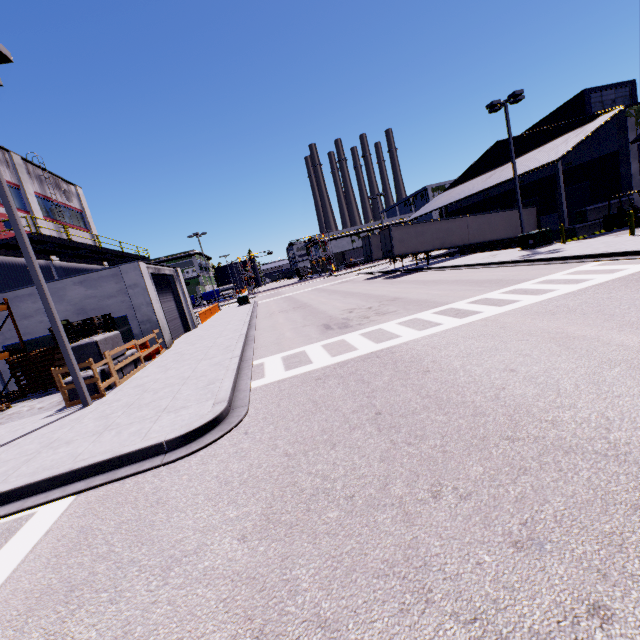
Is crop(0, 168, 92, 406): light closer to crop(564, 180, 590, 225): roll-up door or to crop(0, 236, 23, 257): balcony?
crop(564, 180, 590, 225): roll-up door

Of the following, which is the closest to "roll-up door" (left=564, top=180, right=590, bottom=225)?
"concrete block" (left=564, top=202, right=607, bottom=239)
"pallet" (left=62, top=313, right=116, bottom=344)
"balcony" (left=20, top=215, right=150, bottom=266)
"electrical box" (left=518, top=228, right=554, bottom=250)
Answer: "concrete block" (left=564, top=202, right=607, bottom=239)

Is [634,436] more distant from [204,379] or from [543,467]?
[204,379]

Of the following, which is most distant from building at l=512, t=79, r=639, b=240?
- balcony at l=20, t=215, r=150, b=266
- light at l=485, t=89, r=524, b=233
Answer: light at l=485, t=89, r=524, b=233

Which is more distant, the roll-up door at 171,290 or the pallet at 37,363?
the roll-up door at 171,290

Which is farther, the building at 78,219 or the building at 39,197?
the building at 78,219

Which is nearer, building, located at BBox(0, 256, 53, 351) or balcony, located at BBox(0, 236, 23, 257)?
building, located at BBox(0, 256, 53, 351)

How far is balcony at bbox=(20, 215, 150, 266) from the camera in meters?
17.9
